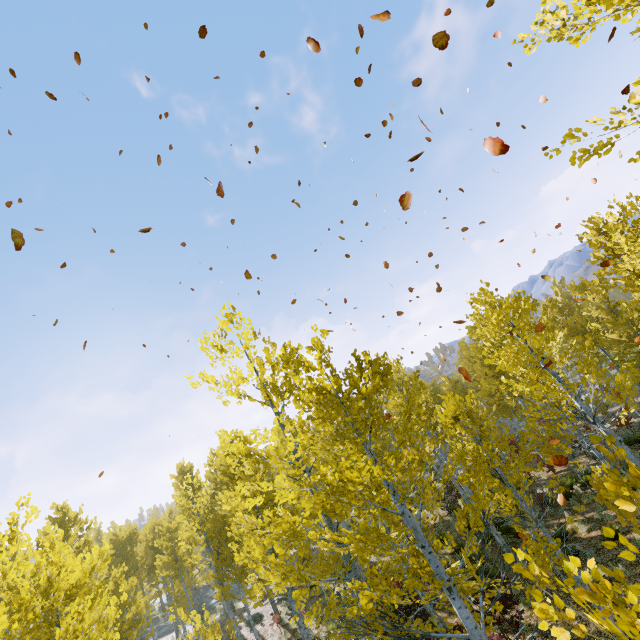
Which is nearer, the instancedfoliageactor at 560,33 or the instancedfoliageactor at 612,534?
the instancedfoliageactor at 612,534

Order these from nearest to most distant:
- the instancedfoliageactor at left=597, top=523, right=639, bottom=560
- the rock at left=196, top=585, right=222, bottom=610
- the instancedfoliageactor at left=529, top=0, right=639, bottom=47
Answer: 1. the instancedfoliageactor at left=597, top=523, right=639, bottom=560
2. the instancedfoliageactor at left=529, top=0, right=639, bottom=47
3. the rock at left=196, top=585, right=222, bottom=610

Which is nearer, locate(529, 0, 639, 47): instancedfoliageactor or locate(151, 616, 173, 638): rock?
locate(529, 0, 639, 47): instancedfoliageactor

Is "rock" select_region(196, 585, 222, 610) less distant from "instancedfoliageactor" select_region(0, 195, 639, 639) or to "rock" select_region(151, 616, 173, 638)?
"rock" select_region(151, 616, 173, 638)

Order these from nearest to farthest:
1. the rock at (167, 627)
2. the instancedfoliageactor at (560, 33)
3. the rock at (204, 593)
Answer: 1. the instancedfoliageactor at (560, 33)
2. the rock at (167, 627)
3. the rock at (204, 593)

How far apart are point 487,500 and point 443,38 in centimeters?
1290cm
